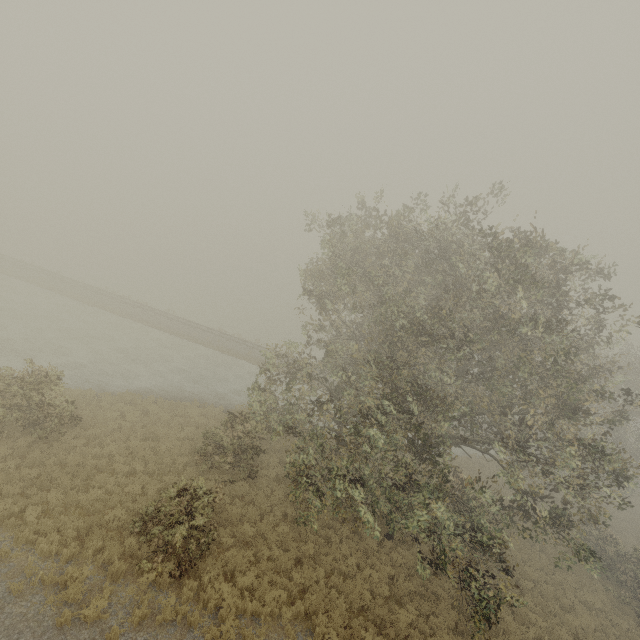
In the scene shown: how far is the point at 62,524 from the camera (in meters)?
10.78
